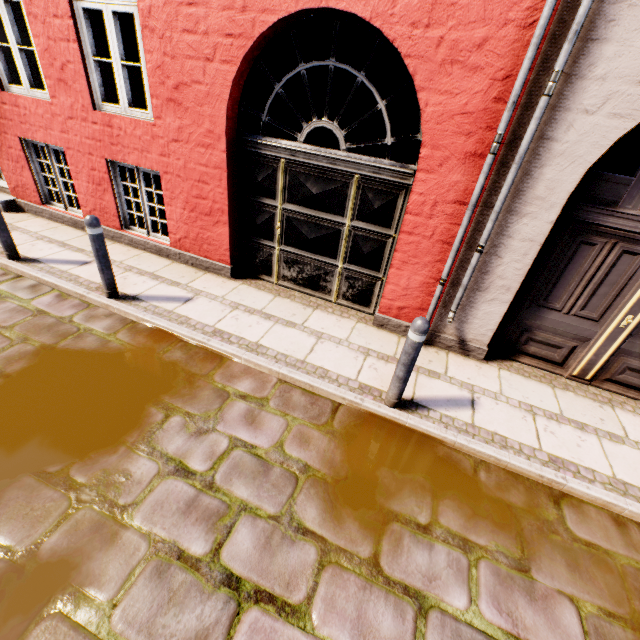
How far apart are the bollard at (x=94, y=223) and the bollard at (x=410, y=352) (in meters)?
3.85

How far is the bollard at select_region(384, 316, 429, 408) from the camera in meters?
2.9 m

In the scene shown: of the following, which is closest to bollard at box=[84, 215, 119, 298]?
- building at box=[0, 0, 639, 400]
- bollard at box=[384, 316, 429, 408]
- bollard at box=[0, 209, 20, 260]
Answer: building at box=[0, 0, 639, 400]

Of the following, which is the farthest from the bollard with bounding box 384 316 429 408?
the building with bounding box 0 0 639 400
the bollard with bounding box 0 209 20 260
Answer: the bollard with bounding box 0 209 20 260

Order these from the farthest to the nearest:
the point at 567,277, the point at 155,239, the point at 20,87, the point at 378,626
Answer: the point at 155,239 → the point at 20,87 → the point at 567,277 → the point at 378,626

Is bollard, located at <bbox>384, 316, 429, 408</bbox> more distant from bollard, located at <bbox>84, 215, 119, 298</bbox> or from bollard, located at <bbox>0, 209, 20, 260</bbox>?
bollard, located at <bbox>0, 209, 20, 260</bbox>

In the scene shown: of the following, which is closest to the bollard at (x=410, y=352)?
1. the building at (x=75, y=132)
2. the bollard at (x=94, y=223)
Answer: the building at (x=75, y=132)
